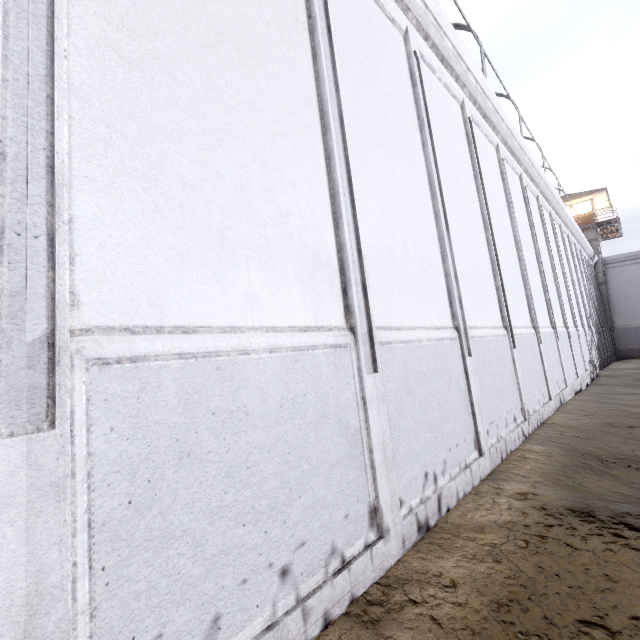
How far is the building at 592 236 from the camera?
27.8m

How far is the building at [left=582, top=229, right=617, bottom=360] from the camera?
27.78m

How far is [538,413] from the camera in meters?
7.0 m
